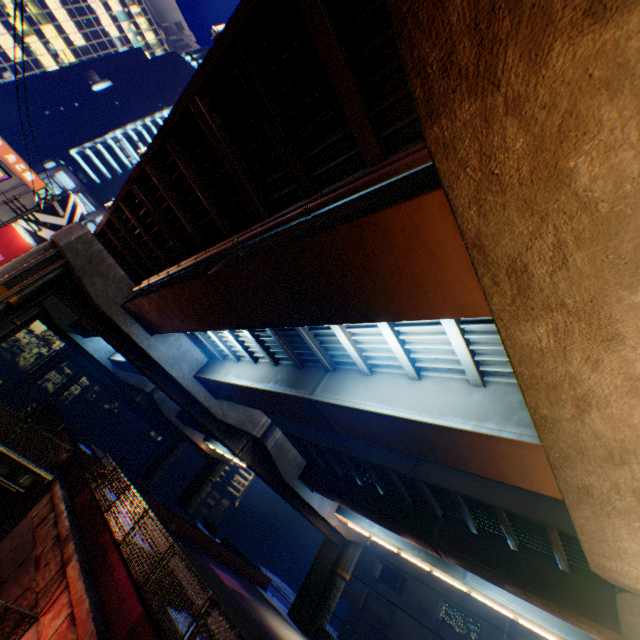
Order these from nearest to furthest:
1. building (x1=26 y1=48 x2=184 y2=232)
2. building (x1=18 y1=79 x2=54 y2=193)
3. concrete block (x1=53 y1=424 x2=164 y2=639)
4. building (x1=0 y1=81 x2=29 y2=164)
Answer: concrete block (x1=53 y1=424 x2=164 y2=639) → building (x1=0 y1=81 x2=29 y2=164) → building (x1=18 y1=79 x2=54 y2=193) → building (x1=26 y1=48 x2=184 y2=232)

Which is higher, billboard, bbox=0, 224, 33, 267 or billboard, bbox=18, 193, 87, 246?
billboard, bbox=18, 193, 87, 246

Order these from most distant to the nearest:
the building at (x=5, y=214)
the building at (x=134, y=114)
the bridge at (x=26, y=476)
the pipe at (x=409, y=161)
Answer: the building at (x=134, y=114), the building at (x=5, y=214), the bridge at (x=26, y=476), the pipe at (x=409, y=161)

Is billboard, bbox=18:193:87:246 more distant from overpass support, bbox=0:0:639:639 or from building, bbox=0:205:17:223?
overpass support, bbox=0:0:639:639

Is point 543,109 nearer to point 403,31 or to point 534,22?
point 534,22

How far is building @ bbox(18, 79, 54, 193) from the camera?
44.41m

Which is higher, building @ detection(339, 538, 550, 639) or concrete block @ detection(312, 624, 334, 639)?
building @ detection(339, 538, 550, 639)

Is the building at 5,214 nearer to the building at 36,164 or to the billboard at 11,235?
the billboard at 11,235
